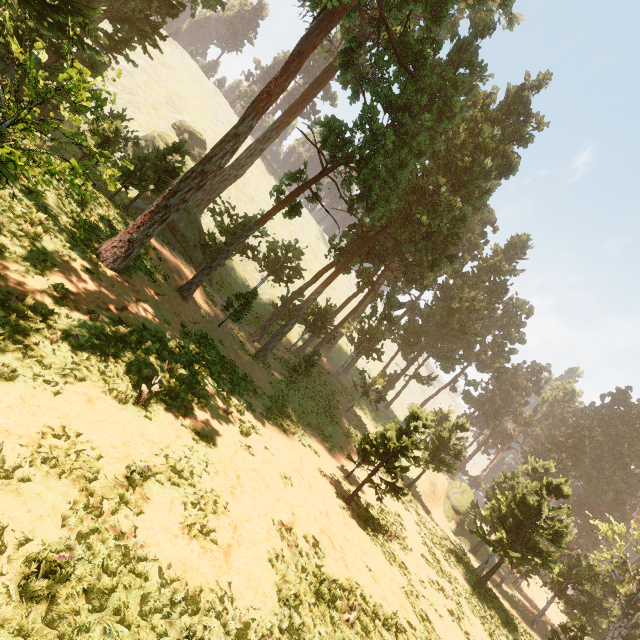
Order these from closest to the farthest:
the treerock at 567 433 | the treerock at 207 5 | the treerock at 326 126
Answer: the treerock at 326 126 < the treerock at 567 433 < the treerock at 207 5

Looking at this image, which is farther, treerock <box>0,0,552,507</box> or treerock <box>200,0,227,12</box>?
treerock <box>200,0,227,12</box>

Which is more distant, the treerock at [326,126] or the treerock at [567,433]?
the treerock at [567,433]

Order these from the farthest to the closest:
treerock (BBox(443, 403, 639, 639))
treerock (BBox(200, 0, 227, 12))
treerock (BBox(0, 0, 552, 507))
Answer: treerock (BBox(200, 0, 227, 12)) → treerock (BBox(443, 403, 639, 639)) → treerock (BBox(0, 0, 552, 507))

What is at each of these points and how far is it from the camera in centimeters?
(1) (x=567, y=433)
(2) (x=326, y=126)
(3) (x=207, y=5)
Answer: (1) treerock, 5497cm
(2) treerock, 2073cm
(3) treerock, 2784cm
